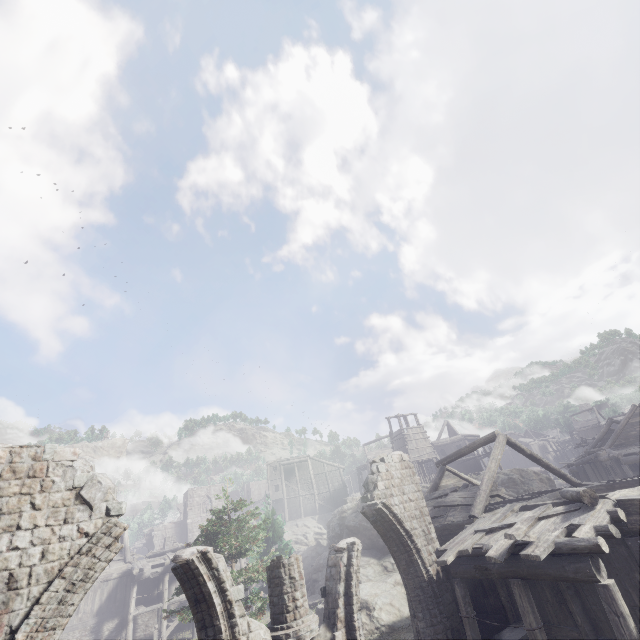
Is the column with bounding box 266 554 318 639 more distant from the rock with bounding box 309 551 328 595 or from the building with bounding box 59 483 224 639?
the rock with bounding box 309 551 328 595

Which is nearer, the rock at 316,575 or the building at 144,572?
the building at 144,572

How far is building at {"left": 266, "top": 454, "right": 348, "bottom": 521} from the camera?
49.8 meters

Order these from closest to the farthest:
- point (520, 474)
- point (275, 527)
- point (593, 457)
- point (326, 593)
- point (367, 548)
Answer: point (326, 593) < point (275, 527) < point (367, 548) < point (593, 457) < point (520, 474)

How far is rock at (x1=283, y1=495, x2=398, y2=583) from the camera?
24.41m

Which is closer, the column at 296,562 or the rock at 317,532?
the column at 296,562
